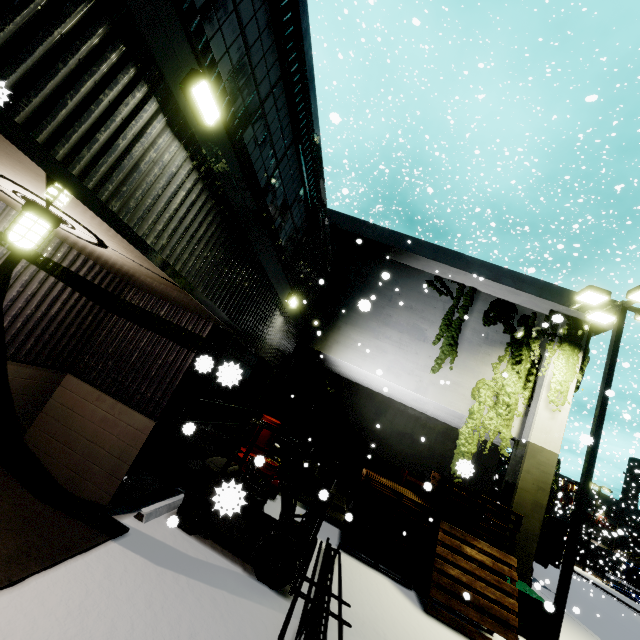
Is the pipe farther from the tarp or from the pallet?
the tarp

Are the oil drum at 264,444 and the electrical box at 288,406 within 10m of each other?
yes

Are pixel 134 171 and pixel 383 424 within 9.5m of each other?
no

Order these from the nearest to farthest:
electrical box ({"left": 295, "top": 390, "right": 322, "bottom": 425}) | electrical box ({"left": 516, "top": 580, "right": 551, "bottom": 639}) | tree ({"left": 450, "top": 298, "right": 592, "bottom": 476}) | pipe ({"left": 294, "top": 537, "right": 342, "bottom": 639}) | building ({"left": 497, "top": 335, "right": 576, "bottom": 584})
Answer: pipe ({"left": 294, "top": 537, "right": 342, "bottom": 639}) → electrical box ({"left": 516, "top": 580, "right": 551, "bottom": 639}) → building ({"left": 497, "top": 335, "right": 576, "bottom": 584}) → tree ({"left": 450, "top": 298, "right": 592, "bottom": 476}) → electrical box ({"left": 295, "top": 390, "right": 322, "bottom": 425})

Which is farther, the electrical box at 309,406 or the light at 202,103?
the electrical box at 309,406

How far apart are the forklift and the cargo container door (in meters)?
18.18

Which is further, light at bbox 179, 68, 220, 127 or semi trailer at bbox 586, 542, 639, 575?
semi trailer at bbox 586, 542, 639, 575

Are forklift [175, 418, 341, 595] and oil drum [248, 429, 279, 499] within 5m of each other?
yes
